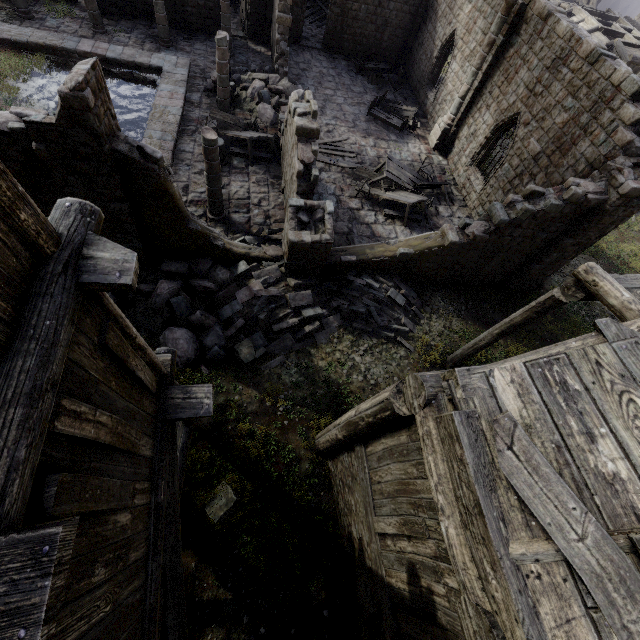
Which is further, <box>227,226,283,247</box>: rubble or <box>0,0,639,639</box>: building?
<box>227,226,283,247</box>: rubble

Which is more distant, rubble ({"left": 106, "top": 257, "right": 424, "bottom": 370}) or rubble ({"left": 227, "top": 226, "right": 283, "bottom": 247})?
rubble ({"left": 227, "top": 226, "right": 283, "bottom": 247})

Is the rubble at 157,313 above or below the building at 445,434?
below

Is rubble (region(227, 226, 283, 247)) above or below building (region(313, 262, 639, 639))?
below

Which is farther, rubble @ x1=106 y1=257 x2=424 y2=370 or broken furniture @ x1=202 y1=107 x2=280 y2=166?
broken furniture @ x1=202 y1=107 x2=280 y2=166

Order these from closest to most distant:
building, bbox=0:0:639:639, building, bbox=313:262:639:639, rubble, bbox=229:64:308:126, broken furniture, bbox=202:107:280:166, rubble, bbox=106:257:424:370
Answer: Result: building, bbox=0:0:639:639 < building, bbox=313:262:639:639 < rubble, bbox=106:257:424:370 < broken furniture, bbox=202:107:280:166 < rubble, bbox=229:64:308:126

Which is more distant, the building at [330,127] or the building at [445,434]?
the building at [445,434]

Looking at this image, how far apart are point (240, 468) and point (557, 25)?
18.6 meters
